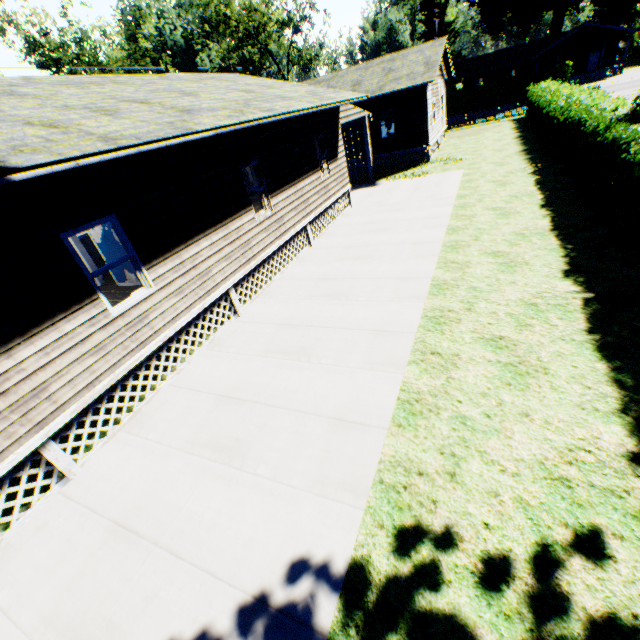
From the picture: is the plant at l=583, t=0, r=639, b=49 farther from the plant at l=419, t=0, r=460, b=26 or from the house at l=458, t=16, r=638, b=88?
the plant at l=419, t=0, r=460, b=26

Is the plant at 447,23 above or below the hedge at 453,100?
above

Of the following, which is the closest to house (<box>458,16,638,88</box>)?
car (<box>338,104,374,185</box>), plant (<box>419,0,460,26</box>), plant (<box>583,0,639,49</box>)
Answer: plant (<box>583,0,639,49</box>)

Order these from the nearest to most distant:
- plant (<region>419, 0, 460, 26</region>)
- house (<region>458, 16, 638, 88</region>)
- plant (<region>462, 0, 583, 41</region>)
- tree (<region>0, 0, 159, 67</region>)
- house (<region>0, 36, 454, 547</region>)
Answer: house (<region>0, 36, 454, 547</region>), tree (<region>0, 0, 159, 67</region>), house (<region>458, 16, 638, 88</region>), plant (<region>462, 0, 583, 41</region>), plant (<region>419, 0, 460, 26</region>)

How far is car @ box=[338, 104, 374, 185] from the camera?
15.0m

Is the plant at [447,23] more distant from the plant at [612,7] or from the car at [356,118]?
the car at [356,118]

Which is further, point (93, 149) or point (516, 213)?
point (516, 213)

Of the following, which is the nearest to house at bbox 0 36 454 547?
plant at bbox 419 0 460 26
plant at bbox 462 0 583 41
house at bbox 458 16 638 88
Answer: house at bbox 458 16 638 88
